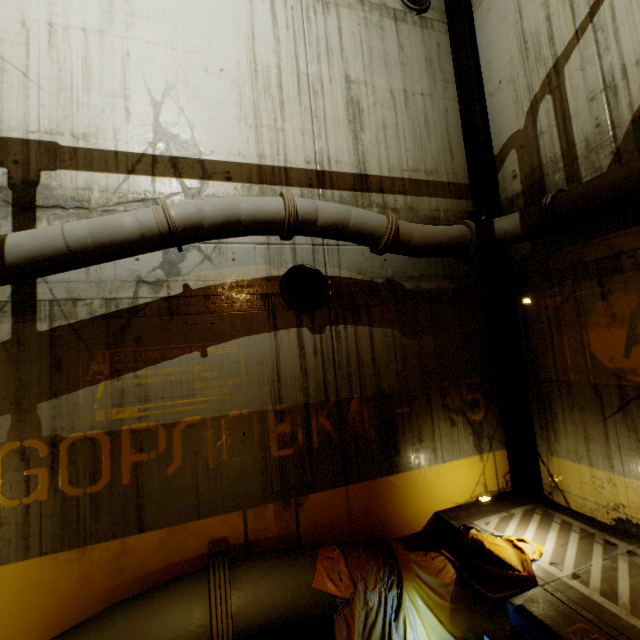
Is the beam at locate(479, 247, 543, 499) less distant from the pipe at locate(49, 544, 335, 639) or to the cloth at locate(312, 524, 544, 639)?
the pipe at locate(49, 544, 335, 639)

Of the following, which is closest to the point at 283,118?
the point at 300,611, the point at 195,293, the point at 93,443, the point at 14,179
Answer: the point at 195,293

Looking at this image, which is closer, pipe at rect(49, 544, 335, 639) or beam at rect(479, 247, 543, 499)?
pipe at rect(49, 544, 335, 639)

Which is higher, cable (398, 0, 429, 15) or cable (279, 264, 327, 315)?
cable (398, 0, 429, 15)

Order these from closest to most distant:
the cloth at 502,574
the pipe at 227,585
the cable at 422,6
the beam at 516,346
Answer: the pipe at 227,585 < the cloth at 502,574 < the beam at 516,346 < the cable at 422,6

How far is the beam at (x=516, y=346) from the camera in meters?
5.9

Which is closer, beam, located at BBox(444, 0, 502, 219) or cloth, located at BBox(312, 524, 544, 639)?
cloth, located at BBox(312, 524, 544, 639)

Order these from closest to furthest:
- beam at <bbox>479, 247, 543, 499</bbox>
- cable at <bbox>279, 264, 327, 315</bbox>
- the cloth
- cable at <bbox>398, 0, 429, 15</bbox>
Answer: the cloth < cable at <bbox>279, 264, 327, 315</bbox> < beam at <bbox>479, 247, 543, 499</bbox> < cable at <bbox>398, 0, 429, 15</bbox>
